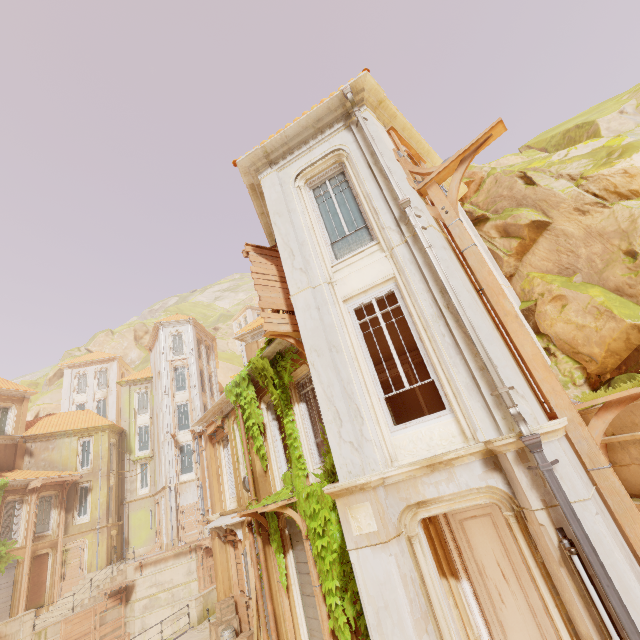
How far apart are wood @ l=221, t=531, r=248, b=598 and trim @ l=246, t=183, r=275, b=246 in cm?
1065

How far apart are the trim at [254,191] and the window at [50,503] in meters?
27.3

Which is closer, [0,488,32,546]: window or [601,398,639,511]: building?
[601,398,639,511]: building

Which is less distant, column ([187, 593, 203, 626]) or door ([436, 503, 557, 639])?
door ([436, 503, 557, 639])

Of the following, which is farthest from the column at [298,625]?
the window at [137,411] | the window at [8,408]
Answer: the window at [137,411]

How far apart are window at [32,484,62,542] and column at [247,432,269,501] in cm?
2361

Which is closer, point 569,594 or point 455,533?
point 569,594

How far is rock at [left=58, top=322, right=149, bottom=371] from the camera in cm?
5403
